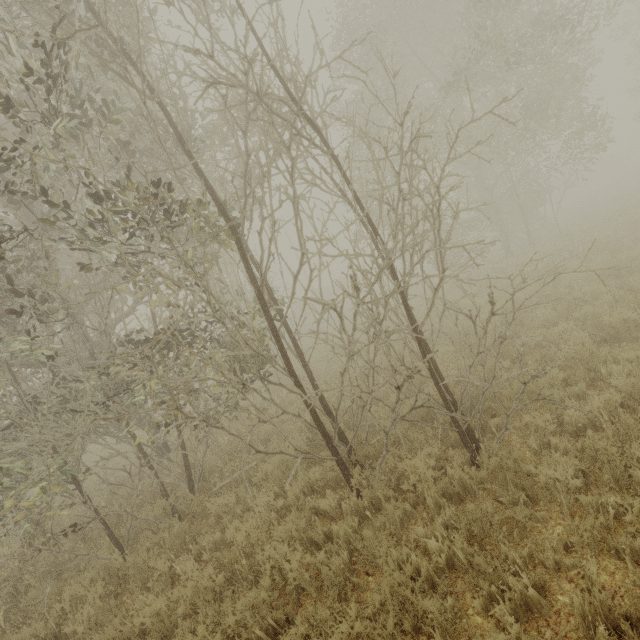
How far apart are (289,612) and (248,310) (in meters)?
3.70
